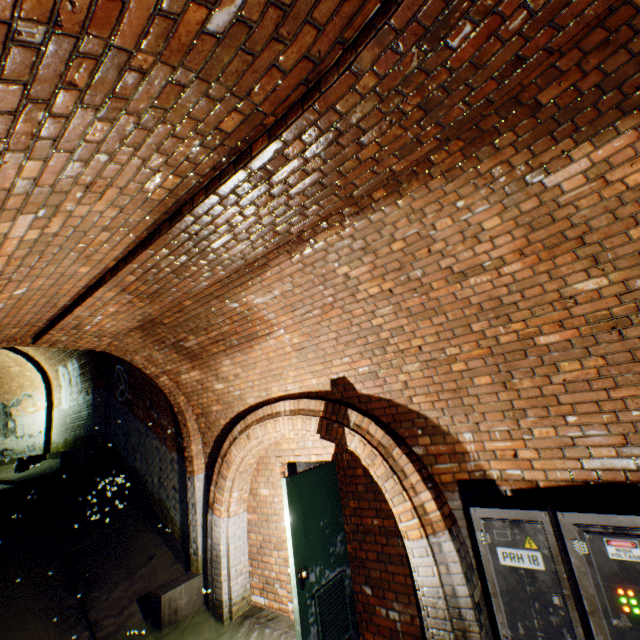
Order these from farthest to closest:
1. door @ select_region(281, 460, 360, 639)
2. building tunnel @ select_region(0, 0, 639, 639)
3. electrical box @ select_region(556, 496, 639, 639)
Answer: door @ select_region(281, 460, 360, 639) → electrical box @ select_region(556, 496, 639, 639) → building tunnel @ select_region(0, 0, 639, 639)

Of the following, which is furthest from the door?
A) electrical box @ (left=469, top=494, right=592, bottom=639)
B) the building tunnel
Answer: electrical box @ (left=469, top=494, right=592, bottom=639)

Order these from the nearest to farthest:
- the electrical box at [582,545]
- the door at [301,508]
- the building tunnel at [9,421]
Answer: the building tunnel at [9,421] < the electrical box at [582,545] < the door at [301,508]

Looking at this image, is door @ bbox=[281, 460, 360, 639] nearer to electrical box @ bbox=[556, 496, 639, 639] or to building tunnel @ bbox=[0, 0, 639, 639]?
building tunnel @ bbox=[0, 0, 639, 639]

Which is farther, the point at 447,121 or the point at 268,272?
the point at 268,272

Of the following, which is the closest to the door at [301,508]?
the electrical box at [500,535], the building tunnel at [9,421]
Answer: the building tunnel at [9,421]
